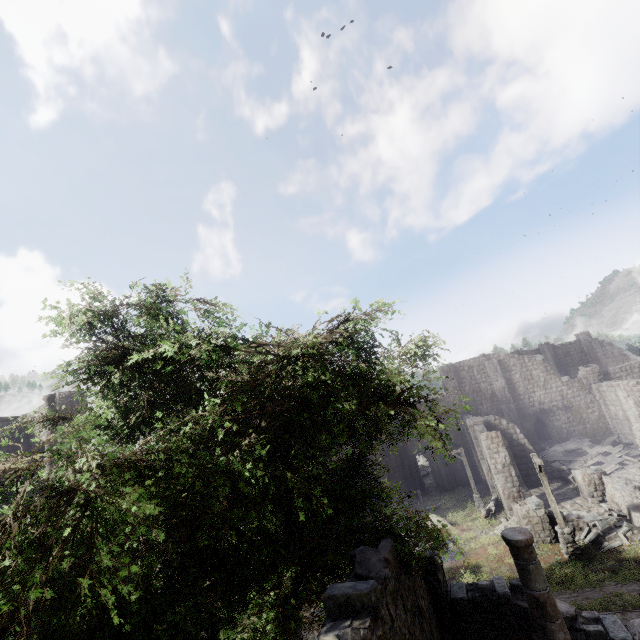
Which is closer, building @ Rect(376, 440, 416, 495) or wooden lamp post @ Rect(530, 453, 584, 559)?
wooden lamp post @ Rect(530, 453, 584, 559)

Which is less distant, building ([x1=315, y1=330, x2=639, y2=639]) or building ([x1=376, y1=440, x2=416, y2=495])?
building ([x1=315, y1=330, x2=639, y2=639])

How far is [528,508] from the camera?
18.0 meters

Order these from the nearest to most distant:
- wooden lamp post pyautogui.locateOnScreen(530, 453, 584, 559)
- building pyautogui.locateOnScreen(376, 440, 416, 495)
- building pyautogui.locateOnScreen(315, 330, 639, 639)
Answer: building pyautogui.locateOnScreen(315, 330, 639, 639) → wooden lamp post pyautogui.locateOnScreen(530, 453, 584, 559) → building pyautogui.locateOnScreen(376, 440, 416, 495)

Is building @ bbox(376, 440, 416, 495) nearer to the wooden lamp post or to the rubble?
the rubble

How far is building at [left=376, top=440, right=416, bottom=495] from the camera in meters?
35.5

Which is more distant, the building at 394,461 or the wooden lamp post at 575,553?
the building at 394,461

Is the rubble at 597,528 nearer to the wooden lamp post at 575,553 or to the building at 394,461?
the building at 394,461
